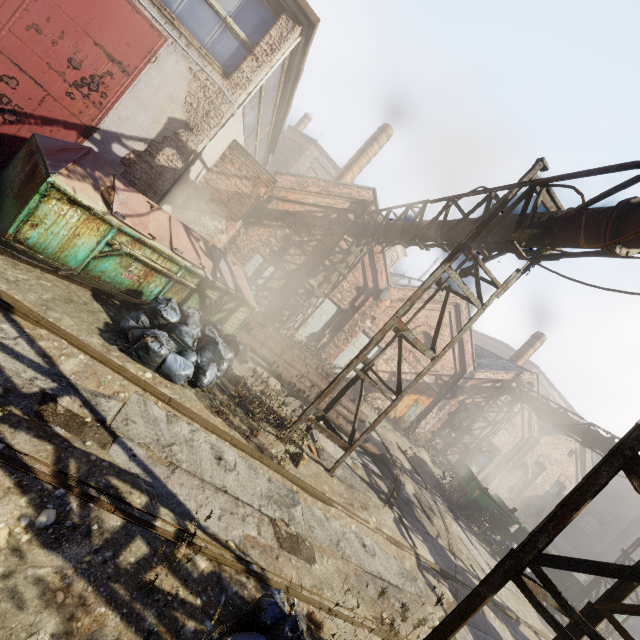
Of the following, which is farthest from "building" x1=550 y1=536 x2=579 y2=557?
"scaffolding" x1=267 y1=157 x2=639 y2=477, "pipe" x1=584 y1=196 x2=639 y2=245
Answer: "scaffolding" x1=267 y1=157 x2=639 y2=477

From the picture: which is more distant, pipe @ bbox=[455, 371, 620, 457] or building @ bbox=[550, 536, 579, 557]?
building @ bbox=[550, 536, 579, 557]

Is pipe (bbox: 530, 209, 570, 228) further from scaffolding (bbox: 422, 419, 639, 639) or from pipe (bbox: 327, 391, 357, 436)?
pipe (bbox: 327, 391, 357, 436)

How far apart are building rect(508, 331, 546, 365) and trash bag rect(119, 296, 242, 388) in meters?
19.5 m

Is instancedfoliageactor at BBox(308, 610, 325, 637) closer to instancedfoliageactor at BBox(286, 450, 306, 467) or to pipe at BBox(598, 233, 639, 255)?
instancedfoliageactor at BBox(286, 450, 306, 467)

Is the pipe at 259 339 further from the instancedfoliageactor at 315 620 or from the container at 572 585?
the instancedfoliageactor at 315 620

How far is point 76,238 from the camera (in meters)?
4.69

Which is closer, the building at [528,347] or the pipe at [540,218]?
the pipe at [540,218]
